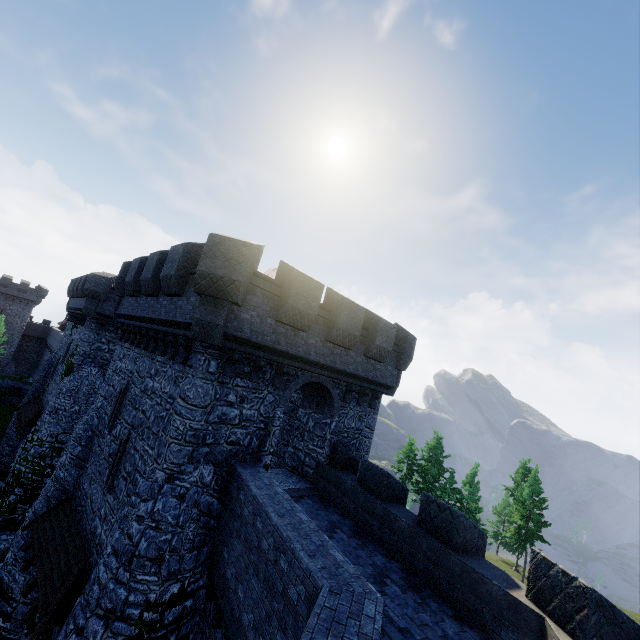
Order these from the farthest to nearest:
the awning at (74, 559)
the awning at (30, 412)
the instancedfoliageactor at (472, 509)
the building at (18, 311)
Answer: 1. the building at (18, 311)
2. the instancedfoliageactor at (472, 509)
3. the awning at (30, 412)
4. the awning at (74, 559)

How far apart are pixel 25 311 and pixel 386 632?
77.19m

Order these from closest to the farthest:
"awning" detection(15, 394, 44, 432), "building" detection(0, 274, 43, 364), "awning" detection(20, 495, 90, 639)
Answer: "awning" detection(20, 495, 90, 639) → "awning" detection(15, 394, 44, 432) → "building" detection(0, 274, 43, 364)

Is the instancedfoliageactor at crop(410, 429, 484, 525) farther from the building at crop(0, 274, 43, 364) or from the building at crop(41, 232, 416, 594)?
the building at crop(0, 274, 43, 364)

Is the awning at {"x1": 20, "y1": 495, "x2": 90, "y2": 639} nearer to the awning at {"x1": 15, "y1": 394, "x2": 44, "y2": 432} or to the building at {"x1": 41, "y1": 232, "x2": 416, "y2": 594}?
the building at {"x1": 41, "y1": 232, "x2": 416, "y2": 594}

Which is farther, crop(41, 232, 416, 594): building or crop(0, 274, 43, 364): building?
crop(0, 274, 43, 364): building

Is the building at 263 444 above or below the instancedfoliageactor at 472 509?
above

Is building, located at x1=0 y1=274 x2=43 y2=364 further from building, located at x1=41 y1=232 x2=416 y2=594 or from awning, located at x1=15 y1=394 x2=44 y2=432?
awning, located at x1=15 y1=394 x2=44 y2=432
